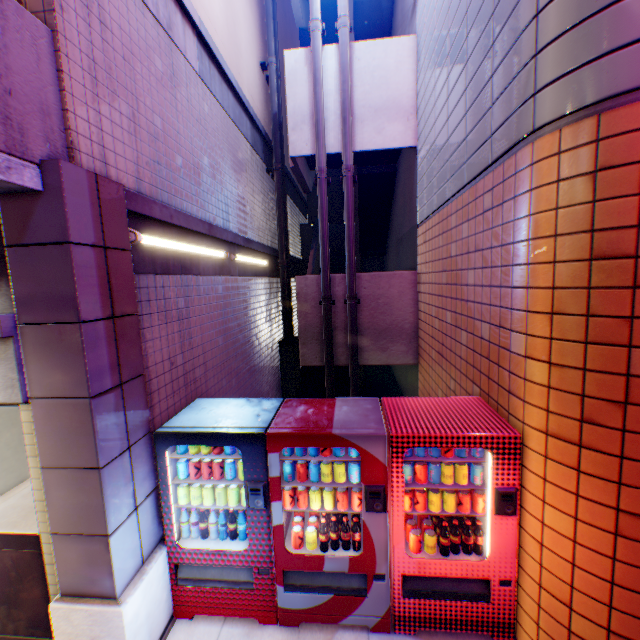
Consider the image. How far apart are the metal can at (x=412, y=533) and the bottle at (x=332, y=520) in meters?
0.5

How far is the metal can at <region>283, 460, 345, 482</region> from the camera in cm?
313

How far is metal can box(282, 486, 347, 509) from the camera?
3.1 meters

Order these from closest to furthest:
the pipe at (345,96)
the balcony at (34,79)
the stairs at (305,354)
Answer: the balcony at (34,79), the pipe at (345,96), the stairs at (305,354)

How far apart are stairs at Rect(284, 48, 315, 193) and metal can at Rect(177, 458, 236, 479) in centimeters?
610cm

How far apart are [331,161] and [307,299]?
4.4m

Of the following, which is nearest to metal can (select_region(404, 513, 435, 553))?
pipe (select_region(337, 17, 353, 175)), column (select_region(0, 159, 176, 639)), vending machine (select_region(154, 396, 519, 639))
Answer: vending machine (select_region(154, 396, 519, 639))

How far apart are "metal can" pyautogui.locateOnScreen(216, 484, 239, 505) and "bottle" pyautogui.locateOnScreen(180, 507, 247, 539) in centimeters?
10cm
